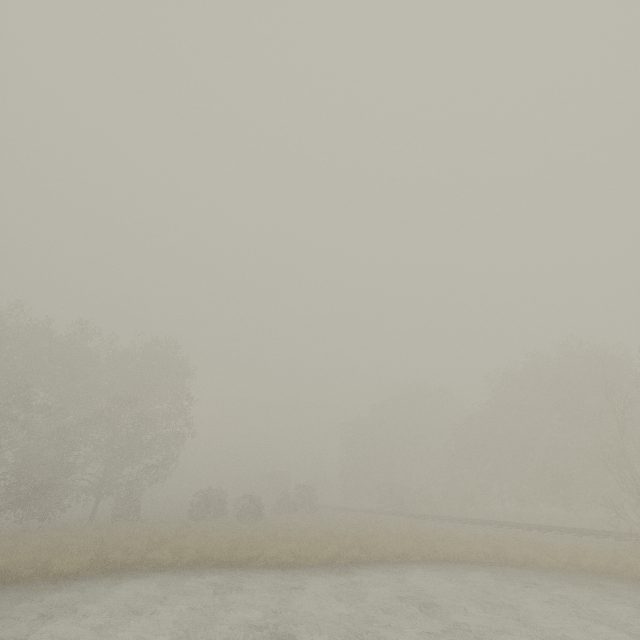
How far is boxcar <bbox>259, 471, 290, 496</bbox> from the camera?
55.50m

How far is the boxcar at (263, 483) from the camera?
55.5m

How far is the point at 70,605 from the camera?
10.4m
